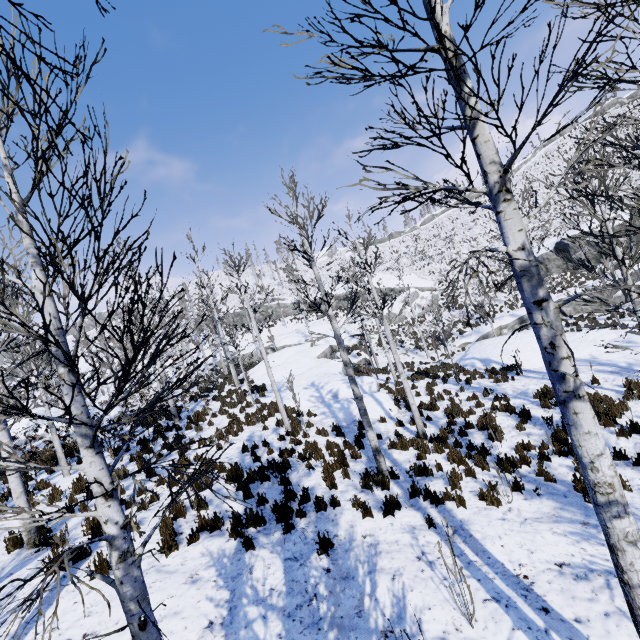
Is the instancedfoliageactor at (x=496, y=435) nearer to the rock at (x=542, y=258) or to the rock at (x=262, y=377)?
the rock at (x=262, y=377)

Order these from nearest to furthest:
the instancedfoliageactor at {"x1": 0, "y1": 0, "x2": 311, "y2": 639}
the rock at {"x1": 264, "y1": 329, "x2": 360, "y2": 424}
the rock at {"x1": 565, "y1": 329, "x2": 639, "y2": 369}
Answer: the instancedfoliageactor at {"x1": 0, "y1": 0, "x2": 311, "y2": 639}, the rock at {"x1": 565, "y1": 329, "x2": 639, "y2": 369}, the rock at {"x1": 264, "y1": 329, "x2": 360, "y2": 424}

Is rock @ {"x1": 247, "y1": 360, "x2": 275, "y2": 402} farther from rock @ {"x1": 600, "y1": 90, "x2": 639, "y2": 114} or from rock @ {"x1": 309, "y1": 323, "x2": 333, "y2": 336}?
rock @ {"x1": 600, "y1": 90, "x2": 639, "y2": 114}

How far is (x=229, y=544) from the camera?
5.96m

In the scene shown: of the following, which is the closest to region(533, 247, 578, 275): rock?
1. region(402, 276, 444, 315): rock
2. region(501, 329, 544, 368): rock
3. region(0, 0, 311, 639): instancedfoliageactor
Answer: region(402, 276, 444, 315): rock

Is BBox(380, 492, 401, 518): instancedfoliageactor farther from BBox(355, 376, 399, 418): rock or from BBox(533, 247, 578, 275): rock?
BBox(533, 247, 578, 275): rock

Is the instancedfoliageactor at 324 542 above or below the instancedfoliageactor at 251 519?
below

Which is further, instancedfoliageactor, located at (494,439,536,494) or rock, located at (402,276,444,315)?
rock, located at (402,276,444,315)
